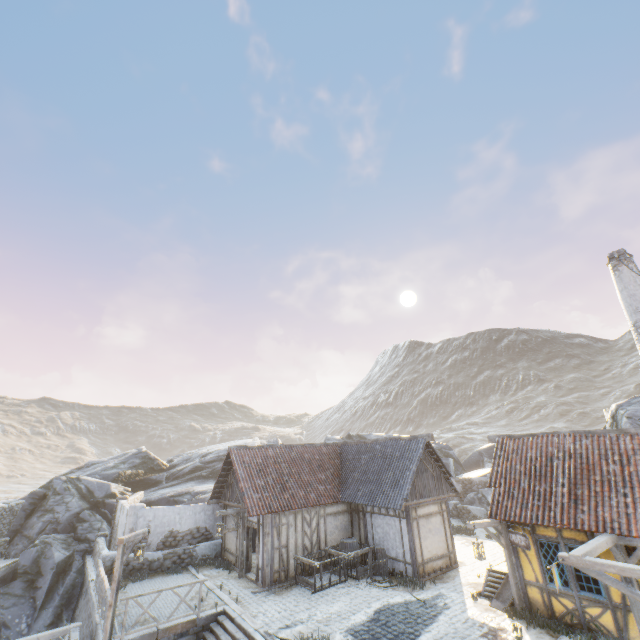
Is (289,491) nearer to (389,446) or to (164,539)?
(389,446)

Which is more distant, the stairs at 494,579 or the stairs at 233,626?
the stairs at 494,579

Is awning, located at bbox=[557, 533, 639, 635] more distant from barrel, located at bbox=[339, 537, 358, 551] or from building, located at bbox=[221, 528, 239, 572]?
barrel, located at bbox=[339, 537, 358, 551]

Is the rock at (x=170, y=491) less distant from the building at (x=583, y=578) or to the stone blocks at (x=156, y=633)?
the stone blocks at (x=156, y=633)

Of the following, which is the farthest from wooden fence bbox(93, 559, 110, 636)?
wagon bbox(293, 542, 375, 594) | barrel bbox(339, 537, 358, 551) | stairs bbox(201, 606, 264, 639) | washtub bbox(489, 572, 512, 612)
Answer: washtub bbox(489, 572, 512, 612)

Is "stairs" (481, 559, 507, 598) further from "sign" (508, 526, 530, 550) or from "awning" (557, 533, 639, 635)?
"awning" (557, 533, 639, 635)

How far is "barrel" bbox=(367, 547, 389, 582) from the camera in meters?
14.4 m

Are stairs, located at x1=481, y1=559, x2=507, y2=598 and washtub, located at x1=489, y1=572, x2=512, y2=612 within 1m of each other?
yes
